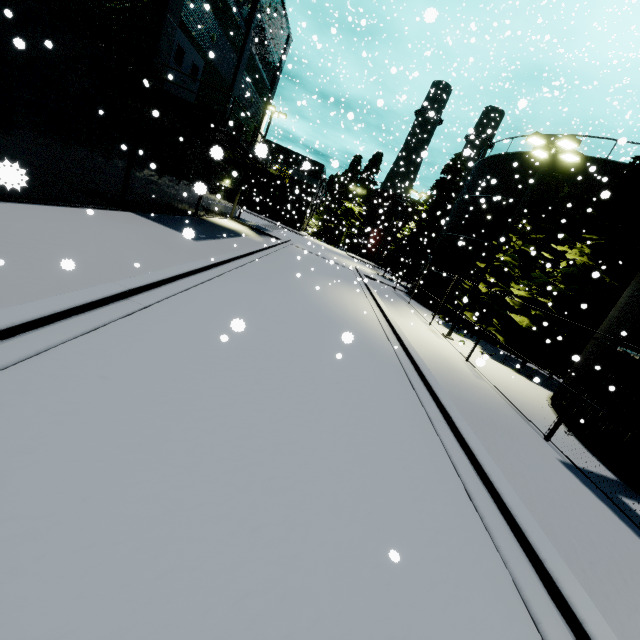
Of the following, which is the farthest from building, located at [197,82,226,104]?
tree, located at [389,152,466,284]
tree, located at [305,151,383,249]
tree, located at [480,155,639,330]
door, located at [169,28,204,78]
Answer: tree, located at [480,155,639,330]

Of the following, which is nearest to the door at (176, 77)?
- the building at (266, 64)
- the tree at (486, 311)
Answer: the building at (266, 64)

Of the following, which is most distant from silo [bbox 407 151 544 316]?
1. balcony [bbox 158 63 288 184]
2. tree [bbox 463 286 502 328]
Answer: balcony [bbox 158 63 288 184]

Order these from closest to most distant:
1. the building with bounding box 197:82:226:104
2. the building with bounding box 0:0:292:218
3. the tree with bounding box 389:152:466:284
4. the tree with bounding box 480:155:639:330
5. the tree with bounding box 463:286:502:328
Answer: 1. the building with bounding box 0:0:292:218
2. the tree with bounding box 480:155:639:330
3. the building with bounding box 197:82:226:104
4. the tree with bounding box 463:286:502:328
5. the tree with bounding box 389:152:466:284

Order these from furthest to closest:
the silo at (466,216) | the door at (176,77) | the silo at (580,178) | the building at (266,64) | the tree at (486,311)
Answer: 1. the silo at (466,216)
2. the tree at (486,311)
3. the silo at (580,178)
4. the door at (176,77)
5. the building at (266,64)

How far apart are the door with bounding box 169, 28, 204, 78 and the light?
15.7 meters

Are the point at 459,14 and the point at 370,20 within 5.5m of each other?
no
